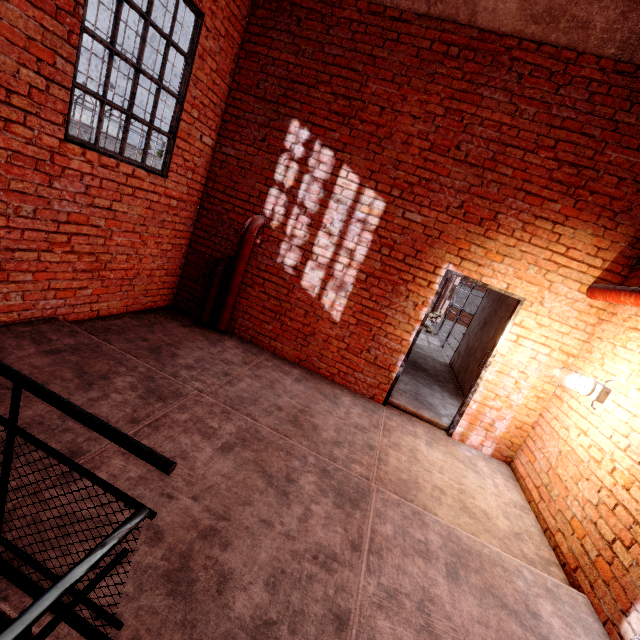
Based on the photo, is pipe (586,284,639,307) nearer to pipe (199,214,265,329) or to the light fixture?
the light fixture

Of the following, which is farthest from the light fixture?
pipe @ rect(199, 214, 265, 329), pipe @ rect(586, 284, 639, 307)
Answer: pipe @ rect(199, 214, 265, 329)

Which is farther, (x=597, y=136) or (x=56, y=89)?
(x=597, y=136)

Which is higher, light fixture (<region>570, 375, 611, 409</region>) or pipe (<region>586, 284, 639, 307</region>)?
pipe (<region>586, 284, 639, 307</region>)

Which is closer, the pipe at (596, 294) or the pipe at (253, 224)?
the pipe at (596, 294)

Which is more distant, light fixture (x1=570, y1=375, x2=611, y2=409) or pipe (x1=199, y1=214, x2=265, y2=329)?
pipe (x1=199, y1=214, x2=265, y2=329)

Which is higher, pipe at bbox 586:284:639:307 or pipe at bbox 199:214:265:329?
pipe at bbox 586:284:639:307

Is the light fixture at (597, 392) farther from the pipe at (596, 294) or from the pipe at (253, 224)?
→ the pipe at (253, 224)
